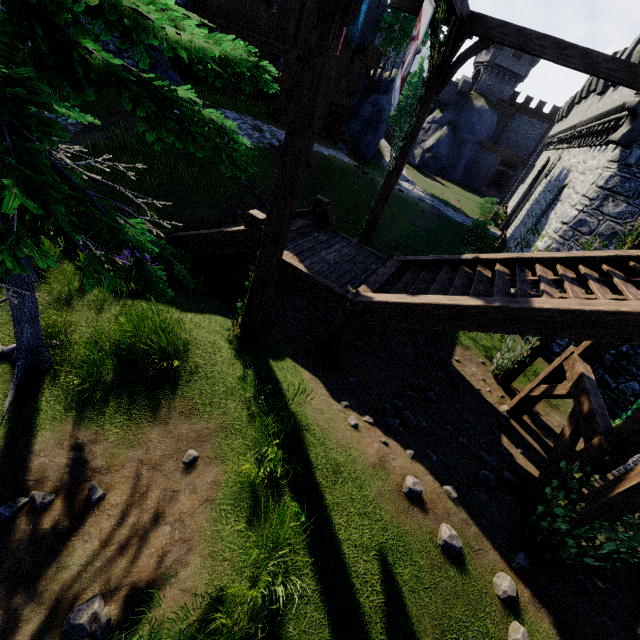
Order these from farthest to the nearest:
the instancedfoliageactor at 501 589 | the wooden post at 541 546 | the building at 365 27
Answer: the building at 365 27
the wooden post at 541 546
the instancedfoliageactor at 501 589

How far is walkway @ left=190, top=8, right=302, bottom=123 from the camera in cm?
1494

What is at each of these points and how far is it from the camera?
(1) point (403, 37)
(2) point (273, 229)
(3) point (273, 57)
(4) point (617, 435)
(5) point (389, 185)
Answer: (1) tree, 30.9m
(2) wooden post, 5.0m
(3) walkway, 15.2m
(4) stairs, 5.2m
(5) wooden post, 9.4m

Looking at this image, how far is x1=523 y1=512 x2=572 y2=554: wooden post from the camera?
4.9 meters

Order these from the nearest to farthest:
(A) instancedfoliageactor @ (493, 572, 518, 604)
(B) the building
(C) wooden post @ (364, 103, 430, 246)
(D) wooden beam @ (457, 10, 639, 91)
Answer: (A) instancedfoliageactor @ (493, 572, 518, 604), (D) wooden beam @ (457, 10, 639, 91), (C) wooden post @ (364, 103, 430, 246), (B) the building

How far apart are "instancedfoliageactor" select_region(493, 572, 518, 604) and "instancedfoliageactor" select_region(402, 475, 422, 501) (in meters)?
→ 1.39

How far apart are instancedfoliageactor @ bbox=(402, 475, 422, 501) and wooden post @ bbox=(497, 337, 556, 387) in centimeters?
671cm

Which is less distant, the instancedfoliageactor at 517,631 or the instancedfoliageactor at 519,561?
the instancedfoliageactor at 517,631
